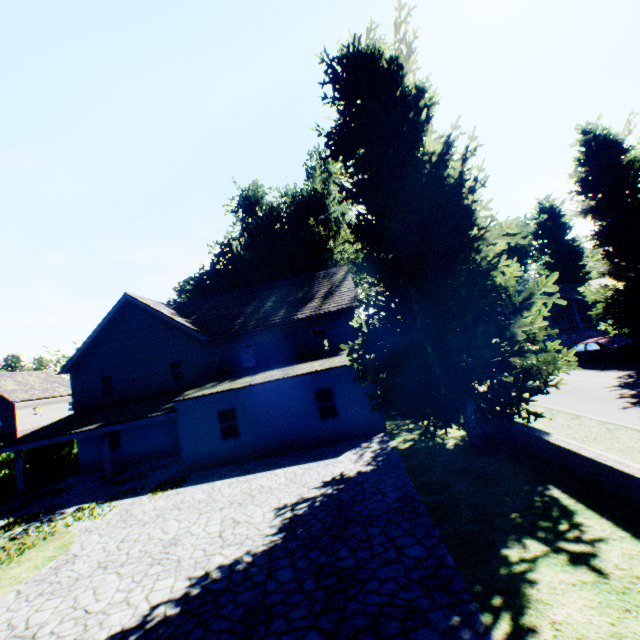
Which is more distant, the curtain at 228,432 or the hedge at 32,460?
the hedge at 32,460

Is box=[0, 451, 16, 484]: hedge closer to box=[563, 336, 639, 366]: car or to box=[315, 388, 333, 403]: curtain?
box=[315, 388, 333, 403]: curtain

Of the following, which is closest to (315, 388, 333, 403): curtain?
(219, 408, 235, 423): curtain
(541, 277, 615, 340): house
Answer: (219, 408, 235, 423): curtain

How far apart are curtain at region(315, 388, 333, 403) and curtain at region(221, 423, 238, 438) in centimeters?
411cm

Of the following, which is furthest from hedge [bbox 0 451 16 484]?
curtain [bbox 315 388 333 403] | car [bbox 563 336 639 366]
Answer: car [bbox 563 336 639 366]

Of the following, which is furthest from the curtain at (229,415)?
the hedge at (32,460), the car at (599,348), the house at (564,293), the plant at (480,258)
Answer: the house at (564,293)

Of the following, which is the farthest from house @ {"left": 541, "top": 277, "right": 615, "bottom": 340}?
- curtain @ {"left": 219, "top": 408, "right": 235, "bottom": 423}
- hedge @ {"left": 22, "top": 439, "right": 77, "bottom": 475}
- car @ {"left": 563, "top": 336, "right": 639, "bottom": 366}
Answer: curtain @ {"left": 219, "top": 408, "right": 235, "bottom": 423}

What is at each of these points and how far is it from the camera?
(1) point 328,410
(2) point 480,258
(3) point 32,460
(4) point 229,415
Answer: (1) curtain, 16.0 meters
(2) plant, 10.9 meters
(3) hedge, 25.6 meters
(4) curtain, 16.4 meters
